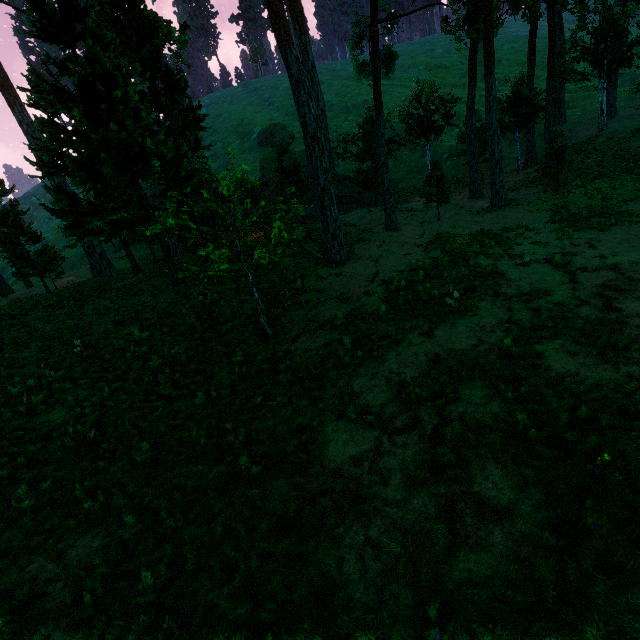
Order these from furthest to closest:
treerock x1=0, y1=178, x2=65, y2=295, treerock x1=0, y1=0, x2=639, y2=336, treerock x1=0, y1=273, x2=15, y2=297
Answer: treerock x1=0, y1=273, x2=15, y2=297 < treerock x1=0, y1=178, x2=65, y2=295 < treerock x1=0, y1=0, x2=639, y2=336

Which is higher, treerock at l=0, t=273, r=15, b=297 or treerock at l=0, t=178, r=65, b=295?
treerock at l=0, t=178, r=65, b=295

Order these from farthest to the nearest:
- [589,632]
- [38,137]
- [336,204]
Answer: [336,204], [38,137], [589,632]

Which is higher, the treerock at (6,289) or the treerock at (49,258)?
the treerock at (49,258)

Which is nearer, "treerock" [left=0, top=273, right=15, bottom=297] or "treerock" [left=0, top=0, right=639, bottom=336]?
"treerock" [left=0, top=0, right=639, bottom=336]

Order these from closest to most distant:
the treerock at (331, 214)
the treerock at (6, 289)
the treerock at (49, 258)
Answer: the treerock at (331, 214) → the treerock at (49, 258) → the treerock at (6, 289)
